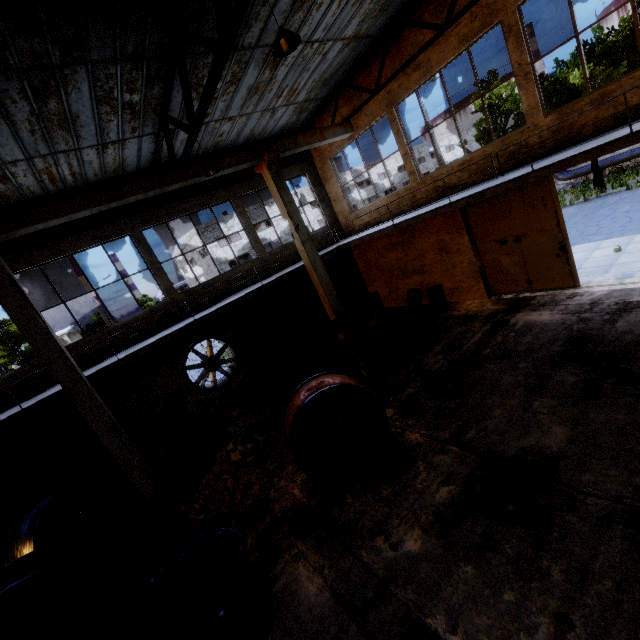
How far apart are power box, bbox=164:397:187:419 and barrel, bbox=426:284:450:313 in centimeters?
1027cm

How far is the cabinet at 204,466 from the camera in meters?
8.2 m

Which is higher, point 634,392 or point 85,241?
point 85,241

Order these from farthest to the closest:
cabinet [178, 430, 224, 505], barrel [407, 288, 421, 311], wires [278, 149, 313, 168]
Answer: wires [278, 149, 313, 168]
barrel [407, 288, 421, 311]
cabinet [178, 430, 224, 505]

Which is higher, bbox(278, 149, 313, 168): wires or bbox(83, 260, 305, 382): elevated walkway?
bbox(278, 149, 313, 168): wires

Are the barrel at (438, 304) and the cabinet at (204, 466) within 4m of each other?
no

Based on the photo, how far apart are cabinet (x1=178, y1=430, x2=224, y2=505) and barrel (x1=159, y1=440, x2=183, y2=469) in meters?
2.0

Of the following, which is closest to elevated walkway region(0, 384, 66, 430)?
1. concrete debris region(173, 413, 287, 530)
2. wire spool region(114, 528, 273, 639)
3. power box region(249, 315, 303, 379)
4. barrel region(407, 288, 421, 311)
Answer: power box region(249, 315, 303, 379)
